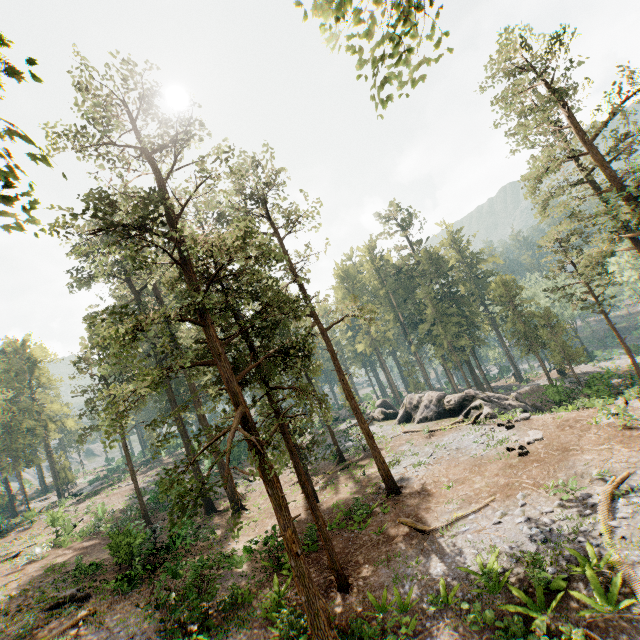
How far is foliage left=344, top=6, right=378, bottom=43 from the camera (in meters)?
6.53

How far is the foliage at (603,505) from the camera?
12.0m

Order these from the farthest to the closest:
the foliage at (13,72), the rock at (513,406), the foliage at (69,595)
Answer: the rock at (513,406), the foliage at (69,595), the foliage at (13,72)

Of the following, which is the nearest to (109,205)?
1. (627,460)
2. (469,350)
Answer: (627,460)

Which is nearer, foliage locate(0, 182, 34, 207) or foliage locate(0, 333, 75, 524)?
foliage locate(0, 182, 34, 207)

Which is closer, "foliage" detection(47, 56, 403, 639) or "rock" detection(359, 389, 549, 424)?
"foliage" detection(47, 56, 403, 639)
